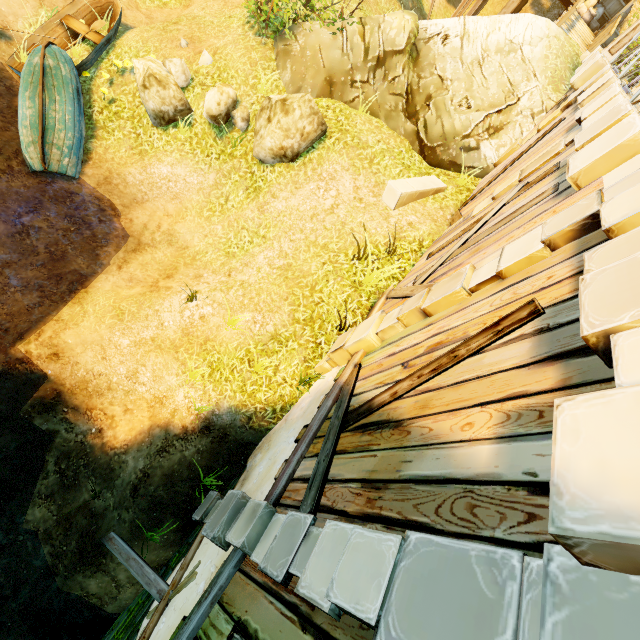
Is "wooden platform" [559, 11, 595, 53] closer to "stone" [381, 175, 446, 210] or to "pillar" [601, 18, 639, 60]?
"pillar" [601, 18, 639, 60]

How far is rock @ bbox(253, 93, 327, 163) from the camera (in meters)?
7.65

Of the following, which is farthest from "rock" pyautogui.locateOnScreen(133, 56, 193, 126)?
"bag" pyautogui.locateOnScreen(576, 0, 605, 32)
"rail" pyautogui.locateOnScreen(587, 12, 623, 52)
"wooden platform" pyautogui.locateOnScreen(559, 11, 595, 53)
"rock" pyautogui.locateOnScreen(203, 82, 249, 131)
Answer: "bag" pyautogui.locateOnScreen(576, 0, 605, 32)

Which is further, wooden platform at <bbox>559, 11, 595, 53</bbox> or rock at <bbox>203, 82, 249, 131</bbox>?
wooden platform at <bbox>559, 11, 595, 53</bbox>

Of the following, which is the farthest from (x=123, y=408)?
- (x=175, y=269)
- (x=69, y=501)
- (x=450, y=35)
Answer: (x=450, y=35)

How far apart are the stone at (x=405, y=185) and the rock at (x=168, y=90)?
6.0m

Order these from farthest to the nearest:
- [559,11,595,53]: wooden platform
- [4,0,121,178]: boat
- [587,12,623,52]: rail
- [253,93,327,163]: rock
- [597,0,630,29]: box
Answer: [597,0,630,29]: box → [559,11,595,53]: wooden platform → [587,12,623,52]: rail → [4,0,121,178]: boat → [253,93,327,163]: rock

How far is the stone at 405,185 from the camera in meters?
7.8
